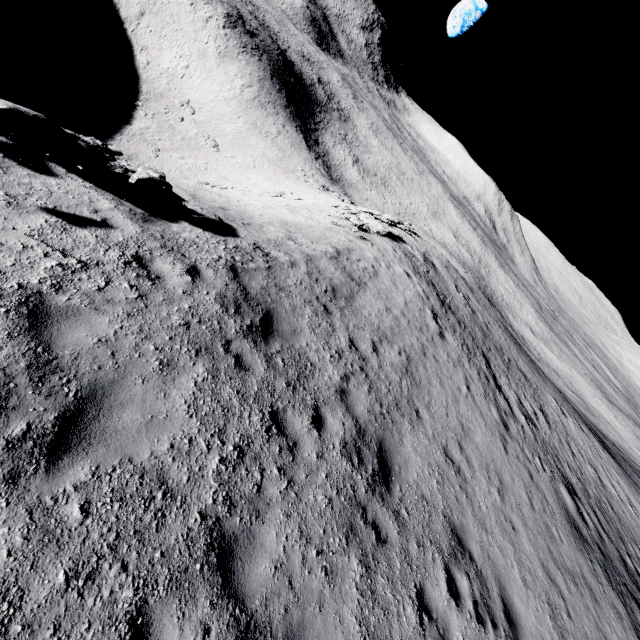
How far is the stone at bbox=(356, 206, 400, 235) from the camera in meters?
21.9

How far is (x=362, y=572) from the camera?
5.26m

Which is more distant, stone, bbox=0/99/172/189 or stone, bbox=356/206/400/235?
stone, bbox=356/206/400/235

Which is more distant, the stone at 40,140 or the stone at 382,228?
the stone at 382,228

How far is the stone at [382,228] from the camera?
21.91m
